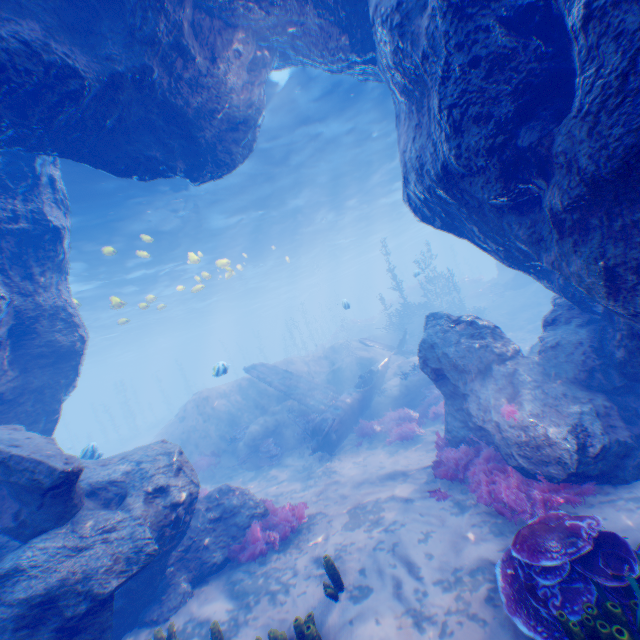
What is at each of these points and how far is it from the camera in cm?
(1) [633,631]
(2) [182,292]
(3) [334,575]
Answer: (1) instancedfoliageactor, 354
(2) light, 3247
(3) instancedfoliageactor, 578

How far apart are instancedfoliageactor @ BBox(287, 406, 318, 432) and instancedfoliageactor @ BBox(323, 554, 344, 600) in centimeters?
849cm

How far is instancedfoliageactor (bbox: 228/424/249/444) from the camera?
16.1m

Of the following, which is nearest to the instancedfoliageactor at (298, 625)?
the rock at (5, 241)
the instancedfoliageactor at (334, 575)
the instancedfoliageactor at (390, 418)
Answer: the instancedfoliageactor at (334, 575)

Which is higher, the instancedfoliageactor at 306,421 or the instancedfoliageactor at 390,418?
the instancedfoliageactor at 306,421

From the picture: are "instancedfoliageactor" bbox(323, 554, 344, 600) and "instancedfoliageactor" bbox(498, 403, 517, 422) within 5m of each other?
yes

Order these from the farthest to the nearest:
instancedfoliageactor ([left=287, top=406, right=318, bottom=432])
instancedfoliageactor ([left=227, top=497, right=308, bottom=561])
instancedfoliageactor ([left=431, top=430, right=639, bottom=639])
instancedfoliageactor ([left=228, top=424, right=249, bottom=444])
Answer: instancedfoliageactor ([left=228, top=424, right=249, bottom=444]) → instancedfoliageactor ([left=287, top=406, right=318, bottom=432]) → instancedfoliageactor ([left=227, top=497, right=308, bottom=561]) → instancedfoliageactor ([left=431, top=430, right=639, bottom=639])

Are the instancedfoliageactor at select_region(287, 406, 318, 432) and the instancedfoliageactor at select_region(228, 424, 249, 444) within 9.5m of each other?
yes
